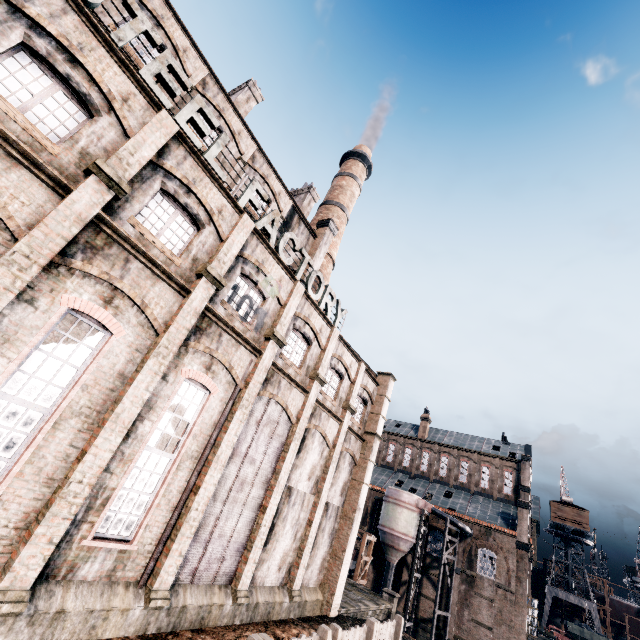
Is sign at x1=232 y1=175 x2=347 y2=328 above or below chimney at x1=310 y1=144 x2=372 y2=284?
below

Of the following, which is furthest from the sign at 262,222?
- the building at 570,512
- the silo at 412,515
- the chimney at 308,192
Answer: the building at 570,512

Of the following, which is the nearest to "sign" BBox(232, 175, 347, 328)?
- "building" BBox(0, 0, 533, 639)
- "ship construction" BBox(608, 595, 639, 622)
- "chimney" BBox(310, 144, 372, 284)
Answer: "building" BBox(0, 0, 533, 639)

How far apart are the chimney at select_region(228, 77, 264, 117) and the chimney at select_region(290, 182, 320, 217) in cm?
759

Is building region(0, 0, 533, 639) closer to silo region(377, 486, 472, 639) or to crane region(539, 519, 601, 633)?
silo region(377, 486, 472, 639)

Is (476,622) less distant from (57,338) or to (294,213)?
(294,213)

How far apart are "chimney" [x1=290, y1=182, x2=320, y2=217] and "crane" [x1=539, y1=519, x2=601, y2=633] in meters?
66.7

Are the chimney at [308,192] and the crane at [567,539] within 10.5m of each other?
no
